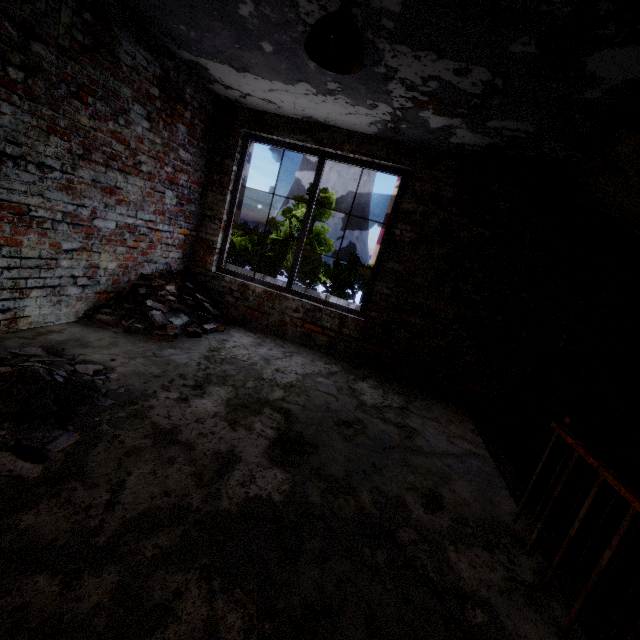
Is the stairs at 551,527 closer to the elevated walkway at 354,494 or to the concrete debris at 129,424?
the elevated walkway at 354,494

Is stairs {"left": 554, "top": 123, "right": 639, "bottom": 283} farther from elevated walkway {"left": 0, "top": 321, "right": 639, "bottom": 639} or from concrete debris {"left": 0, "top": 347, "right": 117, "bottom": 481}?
concrete debris {"left": 0, "top": 347, "right": 117, "bottom": 481}

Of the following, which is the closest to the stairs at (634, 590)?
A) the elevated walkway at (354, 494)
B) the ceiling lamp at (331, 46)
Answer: the elevated walkway at (354, 494)

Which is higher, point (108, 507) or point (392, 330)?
point (392, 330)

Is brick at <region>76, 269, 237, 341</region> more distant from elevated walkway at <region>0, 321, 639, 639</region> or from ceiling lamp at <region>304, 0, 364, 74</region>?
ceiling lamp at <region>304, 0, 364, 74</region>

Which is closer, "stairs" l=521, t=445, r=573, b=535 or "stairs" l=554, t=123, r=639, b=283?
"stairs" l=521, t=445, r=573, b=535

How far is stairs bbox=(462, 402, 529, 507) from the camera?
2.81m

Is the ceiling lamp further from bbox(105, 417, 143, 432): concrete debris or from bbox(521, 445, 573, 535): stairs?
bbox(105, 417, 143, 432): concrete debris
